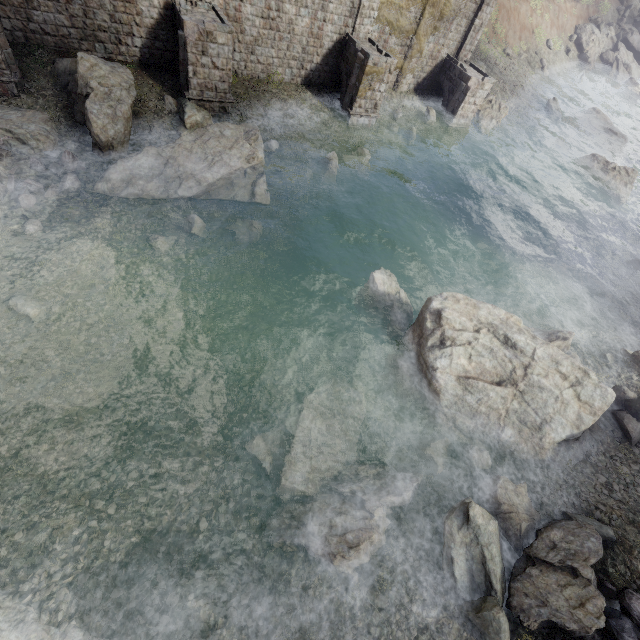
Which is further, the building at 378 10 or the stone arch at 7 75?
the building at 378 10

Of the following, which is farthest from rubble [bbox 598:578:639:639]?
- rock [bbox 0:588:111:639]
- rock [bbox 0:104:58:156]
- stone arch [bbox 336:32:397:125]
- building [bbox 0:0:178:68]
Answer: → stone arch [bbox 336:32:397:125]

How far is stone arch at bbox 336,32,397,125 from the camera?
18.7 meters

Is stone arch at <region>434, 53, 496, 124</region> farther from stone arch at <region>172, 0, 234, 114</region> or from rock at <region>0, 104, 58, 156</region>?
rock at <region>0, 104, 58, 156</region>

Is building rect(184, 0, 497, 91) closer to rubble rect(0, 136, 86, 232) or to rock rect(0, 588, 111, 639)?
rubble rect(0, 136, 86, 232)

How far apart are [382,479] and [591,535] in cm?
566

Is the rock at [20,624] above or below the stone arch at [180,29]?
below

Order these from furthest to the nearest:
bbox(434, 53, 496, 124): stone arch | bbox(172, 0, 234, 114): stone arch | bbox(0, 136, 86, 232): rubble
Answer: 1. bbox(434, 53, 496, 124): stone arch
2. bbox(172, 0, 234, 114): stone arch
3. bbox(0, 136, 86, 232): rubble
